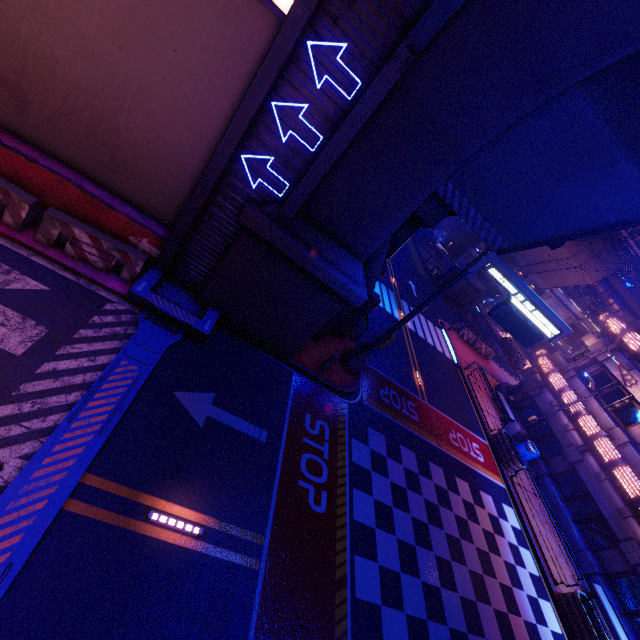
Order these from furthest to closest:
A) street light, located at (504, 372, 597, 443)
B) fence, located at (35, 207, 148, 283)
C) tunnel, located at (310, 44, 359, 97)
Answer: street light, located at (504, 372, 597, 443)
fence, located at (35, 207, 148, 283)
tunnel, located at (310, 44, 359, 97)

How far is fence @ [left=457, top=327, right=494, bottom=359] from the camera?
29.52m

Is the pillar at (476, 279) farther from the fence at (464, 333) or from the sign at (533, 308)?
the sign at (533, 308)

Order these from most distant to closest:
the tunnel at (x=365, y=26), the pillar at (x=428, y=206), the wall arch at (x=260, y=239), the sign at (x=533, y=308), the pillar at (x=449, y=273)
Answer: the pillar at (x=449, y=273) → the pillar at (x=428, y=206) → the sign at (x=533, y=308) → the tunnel at (x=365, y=26) → the wall arch at (x=260, y=239)

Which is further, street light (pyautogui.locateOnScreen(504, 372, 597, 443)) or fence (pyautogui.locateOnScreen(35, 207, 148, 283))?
street light (pyautogui.locateOnScreen(504, 372, 597, 443))

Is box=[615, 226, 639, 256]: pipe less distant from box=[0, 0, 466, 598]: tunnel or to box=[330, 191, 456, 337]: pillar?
box=[330, 191, 456, 337]: pillar

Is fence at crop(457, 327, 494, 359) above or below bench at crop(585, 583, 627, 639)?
below

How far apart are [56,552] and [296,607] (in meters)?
4.96
